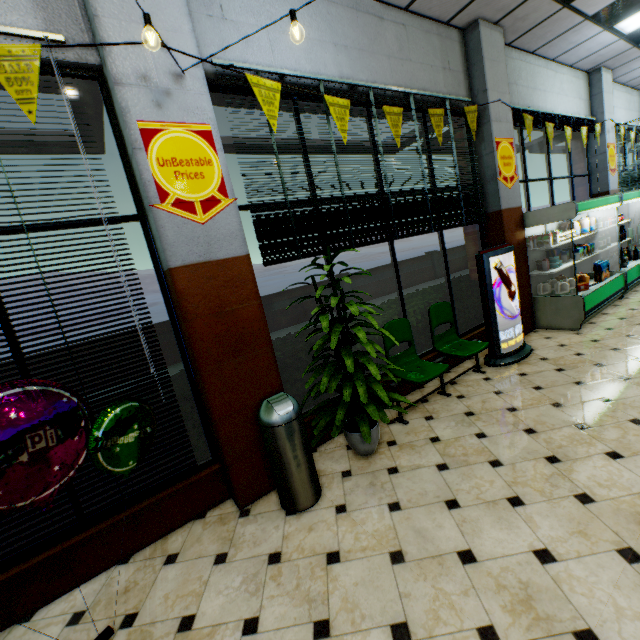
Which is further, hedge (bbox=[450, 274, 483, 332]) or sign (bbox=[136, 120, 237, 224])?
hedge (bbox=[450, 274, 483, 332])

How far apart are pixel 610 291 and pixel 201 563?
7.6 meters

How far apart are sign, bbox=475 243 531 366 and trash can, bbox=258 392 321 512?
3.2m

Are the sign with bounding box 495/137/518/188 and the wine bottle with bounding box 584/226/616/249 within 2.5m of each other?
no

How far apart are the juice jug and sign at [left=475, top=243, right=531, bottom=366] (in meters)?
1.85

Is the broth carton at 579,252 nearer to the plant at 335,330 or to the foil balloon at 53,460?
the plant at 335,330

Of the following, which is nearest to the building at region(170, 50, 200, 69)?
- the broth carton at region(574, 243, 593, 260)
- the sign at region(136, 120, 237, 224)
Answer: the sign at region(136, 120, 237, 224)

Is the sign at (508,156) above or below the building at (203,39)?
below
